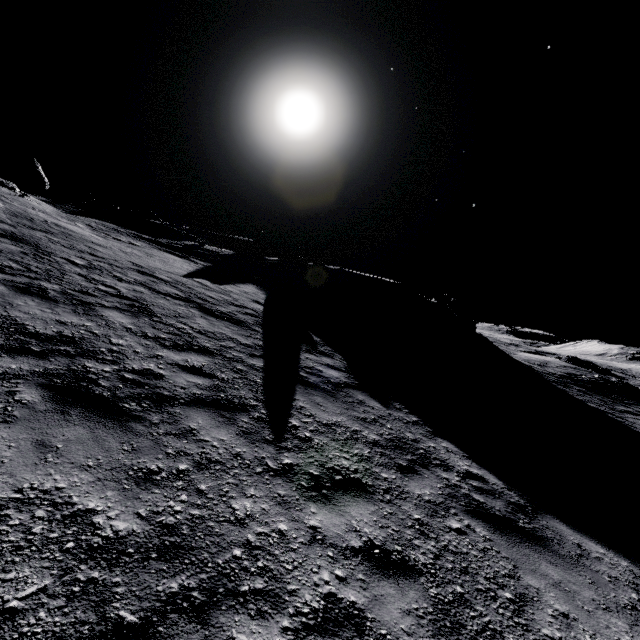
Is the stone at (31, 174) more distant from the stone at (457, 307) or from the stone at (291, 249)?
the stone at (457, 307)

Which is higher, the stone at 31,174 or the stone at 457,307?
the stone at 31,174

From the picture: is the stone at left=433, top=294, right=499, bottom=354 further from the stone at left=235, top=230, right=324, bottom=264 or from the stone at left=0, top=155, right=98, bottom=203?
the stone at left=0, top=155, right=98, bottom=203

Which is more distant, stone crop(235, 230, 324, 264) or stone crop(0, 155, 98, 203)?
stone crop(235, 230, 324, 264)

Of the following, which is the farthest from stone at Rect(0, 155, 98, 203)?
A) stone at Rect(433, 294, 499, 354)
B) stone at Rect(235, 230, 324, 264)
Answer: stone at Rect(433, 294, 499, 354)

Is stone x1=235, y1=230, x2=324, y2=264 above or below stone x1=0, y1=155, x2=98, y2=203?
above

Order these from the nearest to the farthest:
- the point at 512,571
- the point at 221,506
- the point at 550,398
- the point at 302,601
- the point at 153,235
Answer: the point at 302,601
the point at 221,506
the point at 512,571
the point at 550,398
the point at 153,235
